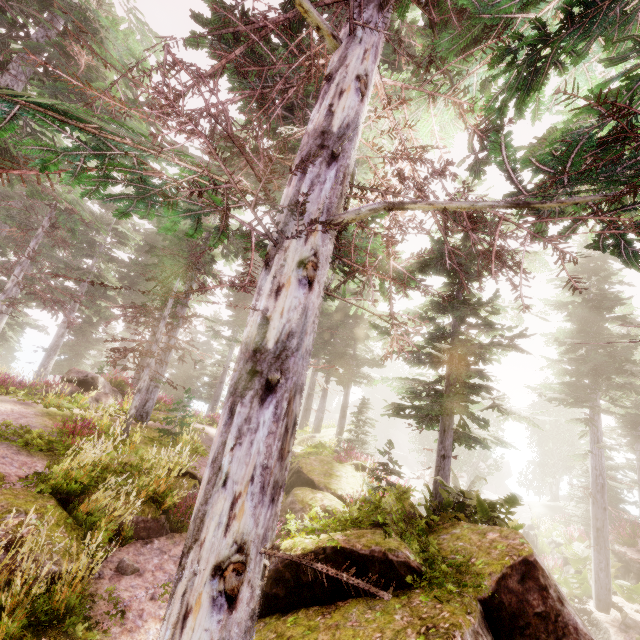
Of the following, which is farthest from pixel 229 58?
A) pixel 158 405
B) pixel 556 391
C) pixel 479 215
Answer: pixel 158 405

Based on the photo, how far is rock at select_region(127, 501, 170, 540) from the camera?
6.4m

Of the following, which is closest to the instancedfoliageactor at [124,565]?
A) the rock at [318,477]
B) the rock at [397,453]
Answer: the rock at [318,477]

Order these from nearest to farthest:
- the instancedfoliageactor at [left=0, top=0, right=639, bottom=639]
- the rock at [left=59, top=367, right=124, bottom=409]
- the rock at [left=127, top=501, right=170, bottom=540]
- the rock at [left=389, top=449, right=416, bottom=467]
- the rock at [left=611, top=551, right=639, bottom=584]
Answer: the instancedfoliageactor at [left=0, top=0, right=639, bottom=639], the rock at [left=127, top=501, right=170, bottom=540], the rock at [left=611, top=551, right=639, bottom=584], the rock at [left=59, top=367, right=124, bottom=409], the rock at [left=389, top=449, right=416, bottom=467]

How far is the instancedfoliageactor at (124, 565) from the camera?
5.4 meters

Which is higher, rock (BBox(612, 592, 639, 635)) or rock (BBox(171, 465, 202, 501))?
rock (BBox(171, 465, 202, 501))

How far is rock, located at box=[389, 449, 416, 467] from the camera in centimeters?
4918cm

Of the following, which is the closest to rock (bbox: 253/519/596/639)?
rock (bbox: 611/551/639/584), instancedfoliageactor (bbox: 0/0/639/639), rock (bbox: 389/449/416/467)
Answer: instancedfoliageactor (bbox: 0/0/639/639)
